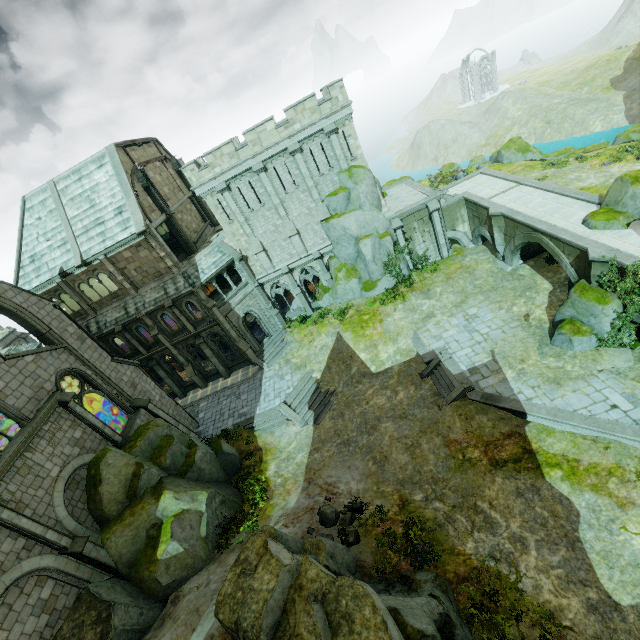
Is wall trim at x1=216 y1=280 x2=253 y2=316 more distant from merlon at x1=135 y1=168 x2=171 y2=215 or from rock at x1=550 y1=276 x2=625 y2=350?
rock at x1=550 y1=276 x2=625 y2=350

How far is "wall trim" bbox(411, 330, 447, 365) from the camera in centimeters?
2242cm

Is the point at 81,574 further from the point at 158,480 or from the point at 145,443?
the point at 145,443

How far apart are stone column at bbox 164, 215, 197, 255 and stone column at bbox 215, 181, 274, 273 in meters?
5.2

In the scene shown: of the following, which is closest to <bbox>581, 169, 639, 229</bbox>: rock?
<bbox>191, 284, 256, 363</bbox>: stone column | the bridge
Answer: the bridge

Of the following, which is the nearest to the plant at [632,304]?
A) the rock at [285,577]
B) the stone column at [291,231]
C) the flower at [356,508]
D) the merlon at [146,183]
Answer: the rock at [285,577]

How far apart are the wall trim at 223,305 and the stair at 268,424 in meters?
9.4 m
